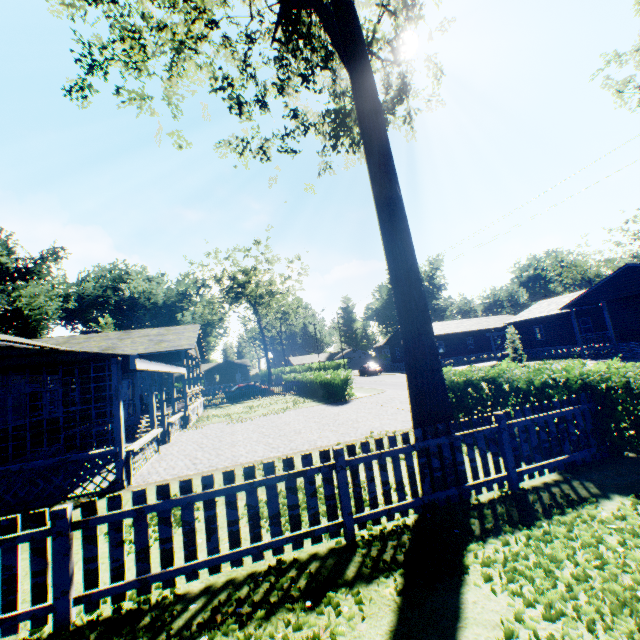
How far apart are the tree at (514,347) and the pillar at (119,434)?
30.1 meters

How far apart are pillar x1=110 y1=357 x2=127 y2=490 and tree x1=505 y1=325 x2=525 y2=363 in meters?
30.1

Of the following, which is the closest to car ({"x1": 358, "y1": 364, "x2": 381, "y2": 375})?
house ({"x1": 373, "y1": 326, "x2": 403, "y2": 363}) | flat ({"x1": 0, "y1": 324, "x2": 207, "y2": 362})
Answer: house ({"x1": 373, "y1": 326, "x2": 403, "y2": 363})

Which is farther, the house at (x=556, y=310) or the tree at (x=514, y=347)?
the tree at (x=514, y=347)

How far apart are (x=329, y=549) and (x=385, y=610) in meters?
1.3 m

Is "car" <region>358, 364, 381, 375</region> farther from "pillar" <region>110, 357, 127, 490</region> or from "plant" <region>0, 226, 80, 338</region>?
"plant" <region>0, 226, 80, 338</region>

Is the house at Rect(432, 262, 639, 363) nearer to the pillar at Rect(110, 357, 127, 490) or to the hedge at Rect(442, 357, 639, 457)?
the hedge at Rect(442, 357, 639, 457)

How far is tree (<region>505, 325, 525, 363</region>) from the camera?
28.6m
